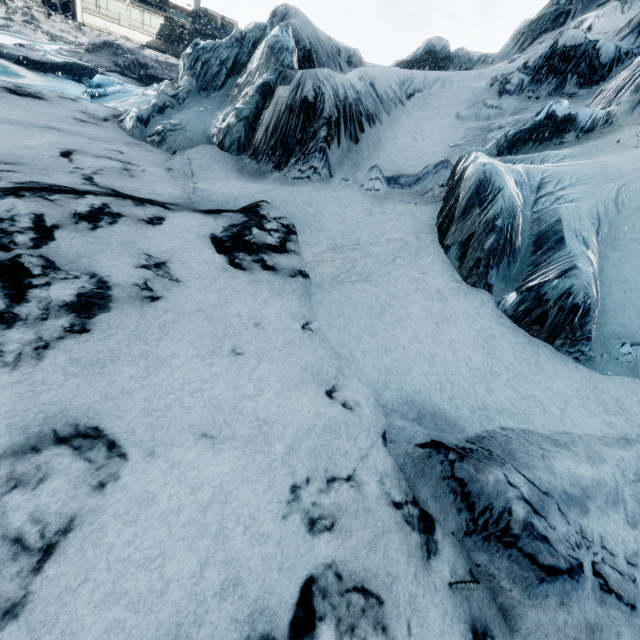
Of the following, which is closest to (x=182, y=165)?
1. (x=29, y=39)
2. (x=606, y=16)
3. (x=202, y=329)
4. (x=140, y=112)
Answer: (x=140, y=112)
